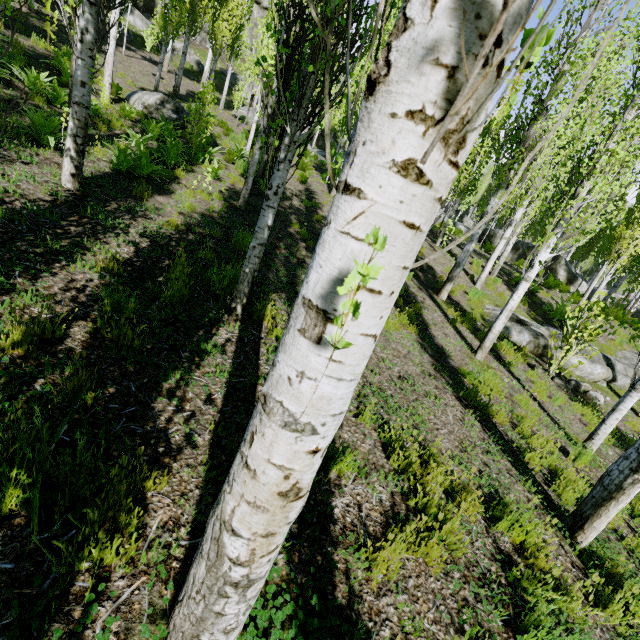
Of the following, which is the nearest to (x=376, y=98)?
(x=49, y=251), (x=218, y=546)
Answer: (x=218, y=546)

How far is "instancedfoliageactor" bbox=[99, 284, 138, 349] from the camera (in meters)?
2.98

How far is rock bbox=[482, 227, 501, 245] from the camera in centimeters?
2358cm

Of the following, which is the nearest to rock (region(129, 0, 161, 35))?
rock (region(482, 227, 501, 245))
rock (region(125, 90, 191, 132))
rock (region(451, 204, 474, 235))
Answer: rock (region(482, 227, 501, 245))

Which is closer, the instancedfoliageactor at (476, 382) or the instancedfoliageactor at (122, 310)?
the instancedfoliageactor at (122, 310)

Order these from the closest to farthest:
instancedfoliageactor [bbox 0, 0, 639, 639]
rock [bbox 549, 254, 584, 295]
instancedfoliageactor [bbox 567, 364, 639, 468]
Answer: instancedfoliageactor [bbox 0, 0, 639, 639], instancedfoliageactor [bbox 567, 364, 639, 468], rock [bbox 549, 254, 584, 295]

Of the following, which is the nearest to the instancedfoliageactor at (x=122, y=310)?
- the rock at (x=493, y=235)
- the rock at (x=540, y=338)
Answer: the rock at (x=493, y=235)
